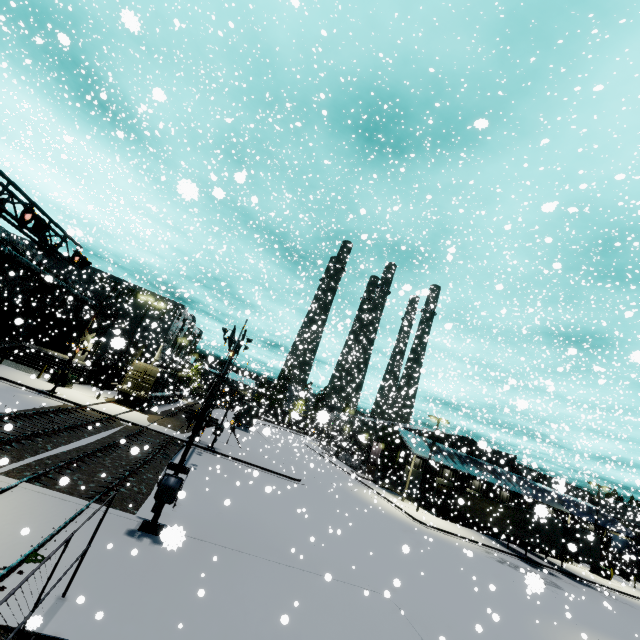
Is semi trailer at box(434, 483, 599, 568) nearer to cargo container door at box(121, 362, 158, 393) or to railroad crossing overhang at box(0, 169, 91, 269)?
cargo container door at box(121, 362, 158, 393)

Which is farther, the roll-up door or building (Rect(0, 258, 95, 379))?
the roll-up door

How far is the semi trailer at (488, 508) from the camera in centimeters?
2927cm

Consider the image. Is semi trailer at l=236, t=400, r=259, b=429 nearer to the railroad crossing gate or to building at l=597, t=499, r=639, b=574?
building at l=597, t=499, r=639, b=574

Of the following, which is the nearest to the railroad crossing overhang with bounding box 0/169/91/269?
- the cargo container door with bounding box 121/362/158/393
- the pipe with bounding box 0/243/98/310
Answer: the cargo container door with bounding box 121/362/158/393

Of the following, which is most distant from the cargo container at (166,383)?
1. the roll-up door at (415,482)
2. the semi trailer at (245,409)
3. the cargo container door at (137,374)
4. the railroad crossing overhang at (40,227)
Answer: the railroad crossing overhang at (40,227)

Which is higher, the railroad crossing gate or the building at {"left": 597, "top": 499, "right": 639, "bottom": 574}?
the building at {"left": 597, "top": 499, "right": 639, "bottom": 574}

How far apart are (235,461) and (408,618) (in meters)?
17.53
